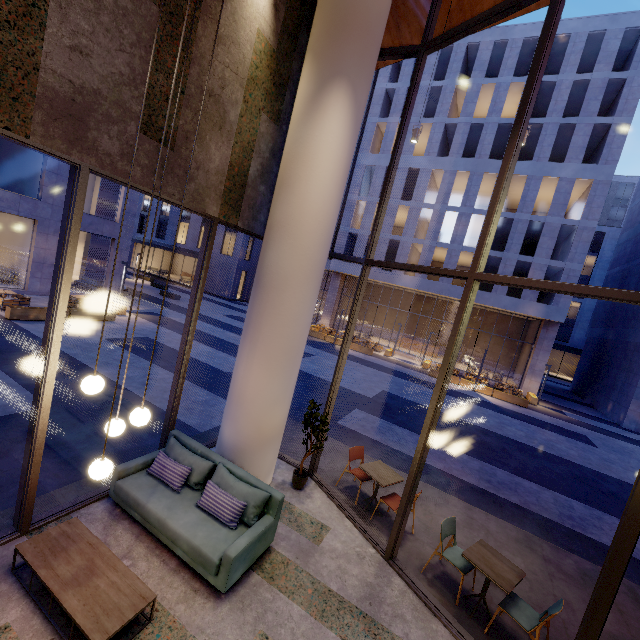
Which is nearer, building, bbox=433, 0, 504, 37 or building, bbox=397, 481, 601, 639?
building, bbox=397, 481, 601, 639

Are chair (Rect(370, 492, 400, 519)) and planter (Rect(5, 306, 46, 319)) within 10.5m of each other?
no

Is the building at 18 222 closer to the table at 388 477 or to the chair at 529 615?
Answer: the table at 388 477

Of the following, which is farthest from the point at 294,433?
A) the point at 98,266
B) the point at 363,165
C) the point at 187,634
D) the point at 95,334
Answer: the point at 363,165

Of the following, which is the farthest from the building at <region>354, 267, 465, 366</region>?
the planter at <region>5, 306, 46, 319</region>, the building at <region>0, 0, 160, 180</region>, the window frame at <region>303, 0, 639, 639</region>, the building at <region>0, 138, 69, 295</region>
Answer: the window frame at <region>303, 0, 639, 639</region>

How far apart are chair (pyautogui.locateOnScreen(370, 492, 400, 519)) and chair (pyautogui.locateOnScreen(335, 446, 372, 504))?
0.4m

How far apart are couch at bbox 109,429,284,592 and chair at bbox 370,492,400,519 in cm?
204

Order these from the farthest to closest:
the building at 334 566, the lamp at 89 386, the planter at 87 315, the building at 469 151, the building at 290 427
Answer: the building at 469 151 → the planter at 87 315 → the building at 290 427 → the building at 334 566 → the lamp at 89 386
